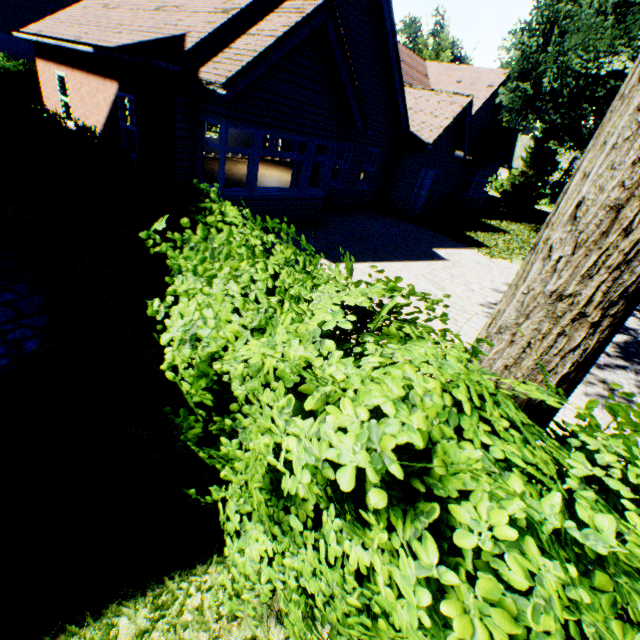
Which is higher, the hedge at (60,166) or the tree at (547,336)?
→ the tree at (547,336)

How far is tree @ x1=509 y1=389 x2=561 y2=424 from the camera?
1.8 meters

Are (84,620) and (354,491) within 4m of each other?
yes

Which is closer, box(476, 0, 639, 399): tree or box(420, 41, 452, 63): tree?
box(476, 0, 639, 399): tree

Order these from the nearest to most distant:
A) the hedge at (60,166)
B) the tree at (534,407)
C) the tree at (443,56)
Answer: the hedge at (60,166) < the tree at (534,407) < the tree at (443,56)

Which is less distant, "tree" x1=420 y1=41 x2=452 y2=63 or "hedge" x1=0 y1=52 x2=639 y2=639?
"hedge" x1=0 y1=52 x2=639 y2=639

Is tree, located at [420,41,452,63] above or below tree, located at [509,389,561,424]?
above
